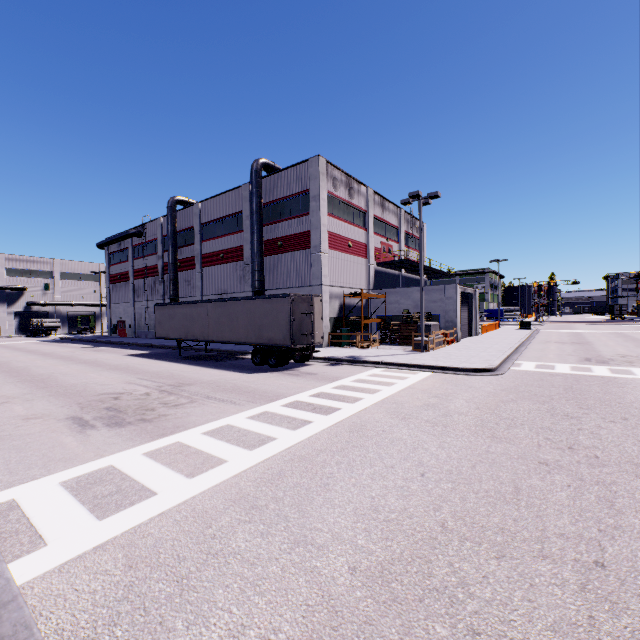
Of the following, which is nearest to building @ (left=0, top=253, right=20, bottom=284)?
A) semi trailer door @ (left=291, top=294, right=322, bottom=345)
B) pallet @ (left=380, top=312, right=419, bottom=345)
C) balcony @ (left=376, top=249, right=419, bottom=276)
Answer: balcony @ (left=376, top=249, right=419, bottom=276)

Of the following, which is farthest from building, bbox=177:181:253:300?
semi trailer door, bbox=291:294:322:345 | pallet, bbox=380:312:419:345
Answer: semi trailer door, bbox=291:294:322:345

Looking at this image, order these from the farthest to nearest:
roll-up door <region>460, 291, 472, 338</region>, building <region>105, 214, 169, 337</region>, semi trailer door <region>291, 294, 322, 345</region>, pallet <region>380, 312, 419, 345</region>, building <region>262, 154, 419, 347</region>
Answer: building <region>105, 214, 169, 337</region> < roll-up door <region>460, 291, 472, 338</region> < pallet <region>380, 312, 419, 345</region> < building <region>262, 154, 419, 347</region> < semi trailer door <region>291, 294, 322, 345</region>

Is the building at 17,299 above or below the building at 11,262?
below

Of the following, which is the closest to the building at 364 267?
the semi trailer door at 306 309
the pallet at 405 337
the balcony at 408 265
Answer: the balcony at 408 265

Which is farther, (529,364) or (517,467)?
(529,364)

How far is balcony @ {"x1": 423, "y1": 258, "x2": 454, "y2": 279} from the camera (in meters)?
36.38

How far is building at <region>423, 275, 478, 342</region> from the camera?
26.72m
